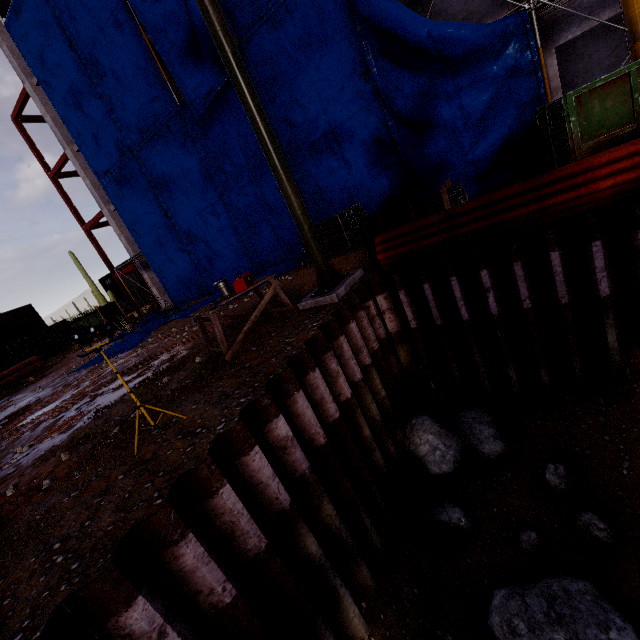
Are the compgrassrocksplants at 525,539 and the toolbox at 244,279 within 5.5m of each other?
no

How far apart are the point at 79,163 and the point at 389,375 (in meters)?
25.11

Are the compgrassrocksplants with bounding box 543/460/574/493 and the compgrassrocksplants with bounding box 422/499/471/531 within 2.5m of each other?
yes

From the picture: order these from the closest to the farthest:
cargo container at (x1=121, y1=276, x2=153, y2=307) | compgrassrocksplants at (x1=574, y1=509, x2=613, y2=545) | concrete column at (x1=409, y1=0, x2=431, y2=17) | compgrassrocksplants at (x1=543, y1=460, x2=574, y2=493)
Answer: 1. compgrassrocksplants at (x1=574, y1=509, x2=613, y2=545)
2. compgrassrocksplants at (x1=543, y1=460, x2=574, y2=493)
3. concrete column at (x1=409, y1=0, x2=431, y2=17)
4. cargo container at (x1=121, y1=276, x2=153, y2=307)

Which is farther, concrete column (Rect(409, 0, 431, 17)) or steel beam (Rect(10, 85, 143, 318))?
steel beam (Rect(10, 85, 143, 318))

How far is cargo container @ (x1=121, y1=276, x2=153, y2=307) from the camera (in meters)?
33.59

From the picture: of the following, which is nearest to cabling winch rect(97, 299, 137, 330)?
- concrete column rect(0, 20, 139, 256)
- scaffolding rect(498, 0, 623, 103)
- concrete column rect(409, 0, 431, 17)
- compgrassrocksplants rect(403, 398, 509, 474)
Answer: concrete column rect(0, 20, 139, 256)

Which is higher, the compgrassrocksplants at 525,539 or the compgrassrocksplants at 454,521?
the compgrassrocksplants at 454,521
